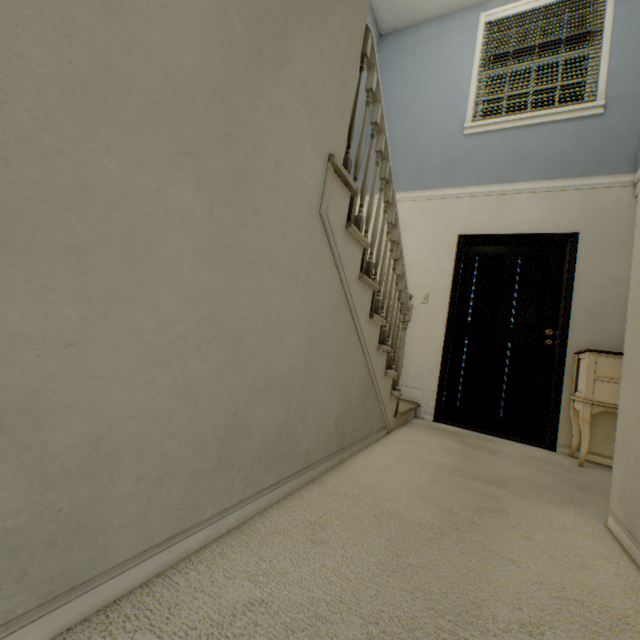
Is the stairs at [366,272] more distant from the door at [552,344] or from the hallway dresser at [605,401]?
the hallway dresser at [605,401]

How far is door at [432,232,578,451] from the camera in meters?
3.2 m

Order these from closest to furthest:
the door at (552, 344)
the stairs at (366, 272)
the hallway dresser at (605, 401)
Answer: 1. the stairs at (366, 272)
2. the hallway dresser at (605, 401)
3. the door at (552, 344)

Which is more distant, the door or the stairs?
the door

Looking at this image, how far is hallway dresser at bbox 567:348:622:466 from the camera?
2.60m

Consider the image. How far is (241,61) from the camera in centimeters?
87cm

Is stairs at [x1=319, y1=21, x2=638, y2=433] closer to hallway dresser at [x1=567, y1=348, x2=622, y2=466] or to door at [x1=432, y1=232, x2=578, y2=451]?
door at [x1=432, y1=232, x2=578, y2=451]

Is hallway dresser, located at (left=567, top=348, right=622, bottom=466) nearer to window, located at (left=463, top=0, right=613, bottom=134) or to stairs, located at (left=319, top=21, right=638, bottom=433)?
stairs, located at (left=319, top=21, right=638, bottom=433)
